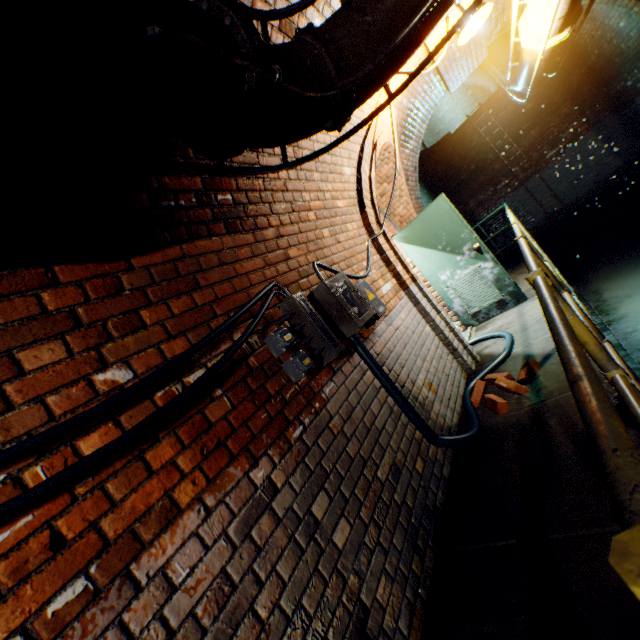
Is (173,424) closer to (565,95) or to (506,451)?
(506,451)

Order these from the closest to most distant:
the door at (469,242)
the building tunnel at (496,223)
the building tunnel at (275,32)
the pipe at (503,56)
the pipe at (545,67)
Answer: the building tunnel at (275,32)
the pipe at (545,67)
the door at (469,242)
the pipe at (503,56)
the building tunnel at (496,223)

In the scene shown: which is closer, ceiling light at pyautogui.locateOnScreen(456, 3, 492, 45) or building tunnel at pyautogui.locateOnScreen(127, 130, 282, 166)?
building tunnel at pyautogui.locateOnScreen(127, 130, 282, 166)

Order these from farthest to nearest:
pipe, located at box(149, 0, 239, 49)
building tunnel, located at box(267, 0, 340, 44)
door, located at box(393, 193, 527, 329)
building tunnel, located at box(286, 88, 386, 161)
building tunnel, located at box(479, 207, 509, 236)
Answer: building tunnel, located at box(479, 207, 509, 236)
door, located at box(393, 193, 527, 329)
building tunnel, located at box(286, 88, 386, 161)
building tunnel, located at box(267, 0, 340, 44)
pipe, located at box(149, 0, 239, 49)

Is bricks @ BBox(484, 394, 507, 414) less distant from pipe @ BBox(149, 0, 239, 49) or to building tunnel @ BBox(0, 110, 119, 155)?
building tunnel @ BBox(0, 110, 119, 155)

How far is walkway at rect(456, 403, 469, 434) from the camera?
3.08m

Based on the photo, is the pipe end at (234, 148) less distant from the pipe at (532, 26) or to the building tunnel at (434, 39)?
the building tunnel at (434, 39)

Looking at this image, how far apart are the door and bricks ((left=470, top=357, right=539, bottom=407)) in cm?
210
